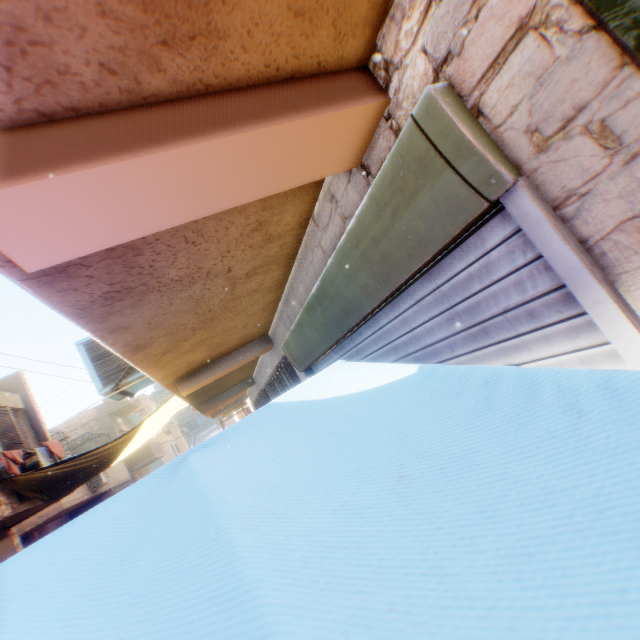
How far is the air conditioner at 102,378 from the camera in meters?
4.2

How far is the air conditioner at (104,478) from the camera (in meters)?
16.27

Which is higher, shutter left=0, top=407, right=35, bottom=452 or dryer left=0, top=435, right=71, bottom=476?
shutter left=0, top=407, right=35, bottom=452

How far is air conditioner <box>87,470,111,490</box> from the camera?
16.3m

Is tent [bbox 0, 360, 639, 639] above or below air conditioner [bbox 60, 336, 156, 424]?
below

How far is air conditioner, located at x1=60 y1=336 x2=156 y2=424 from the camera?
4.2 meters

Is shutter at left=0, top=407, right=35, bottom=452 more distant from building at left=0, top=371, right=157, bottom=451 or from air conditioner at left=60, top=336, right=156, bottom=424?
air conditioner at left=60, top=336, right=156, bottom=424

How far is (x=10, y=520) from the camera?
9.1m
